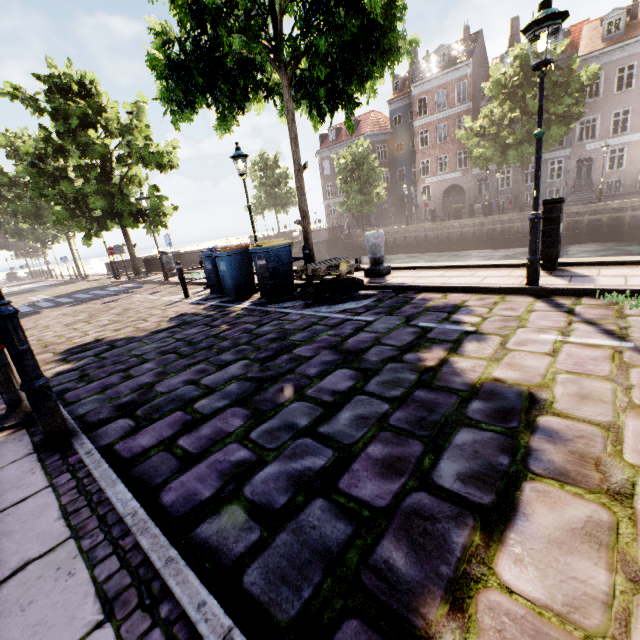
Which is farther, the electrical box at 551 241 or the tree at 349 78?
the tree at 349 78

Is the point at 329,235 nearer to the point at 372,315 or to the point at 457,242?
the point at 457,242

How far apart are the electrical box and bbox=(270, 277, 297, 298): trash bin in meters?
5.1 m

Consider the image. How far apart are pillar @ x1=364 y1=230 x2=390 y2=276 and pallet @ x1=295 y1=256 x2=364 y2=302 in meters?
0.9

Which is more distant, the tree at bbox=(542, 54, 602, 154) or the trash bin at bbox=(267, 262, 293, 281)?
the tree at bbox=(542, 54, 602, 154)

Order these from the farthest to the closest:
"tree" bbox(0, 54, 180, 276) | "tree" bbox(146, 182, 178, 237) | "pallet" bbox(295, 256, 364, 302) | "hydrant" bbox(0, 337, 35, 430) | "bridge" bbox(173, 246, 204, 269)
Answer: "bridge" bbox(173, 246, 204, 269) < "tree" bbox(146, 182, 178, 237) < "tree" bbox(0, 54, 180, 276) < "pallet" bbox(295, 256, 364, 302) < "hydrant" bbox(0, 337, 35, 430)

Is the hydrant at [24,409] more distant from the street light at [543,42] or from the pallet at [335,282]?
the street light at [543,42]

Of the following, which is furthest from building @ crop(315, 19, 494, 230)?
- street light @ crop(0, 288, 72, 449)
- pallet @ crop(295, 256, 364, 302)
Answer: street light @ crop(0, 288, 72, 449)
